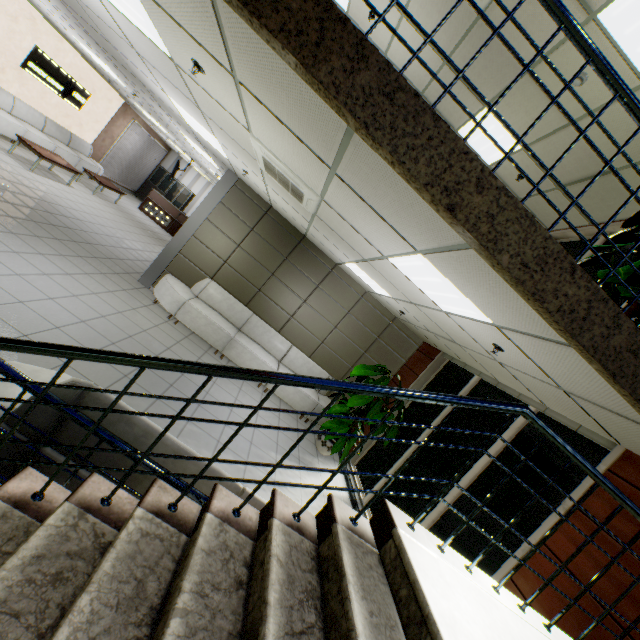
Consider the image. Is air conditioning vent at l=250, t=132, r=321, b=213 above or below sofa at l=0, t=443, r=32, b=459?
above

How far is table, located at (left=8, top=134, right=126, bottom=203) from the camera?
8.3 meters

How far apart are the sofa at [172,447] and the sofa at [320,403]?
4.0m

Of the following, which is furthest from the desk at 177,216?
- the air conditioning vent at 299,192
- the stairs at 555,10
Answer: the stairs at 555,10

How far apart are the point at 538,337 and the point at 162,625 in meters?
2.8

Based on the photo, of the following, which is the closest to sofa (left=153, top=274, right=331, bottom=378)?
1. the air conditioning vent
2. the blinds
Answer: the air conditioning vent

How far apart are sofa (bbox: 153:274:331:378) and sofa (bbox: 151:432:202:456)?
4.0m

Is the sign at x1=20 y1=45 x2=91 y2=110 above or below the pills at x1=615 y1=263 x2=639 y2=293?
below
